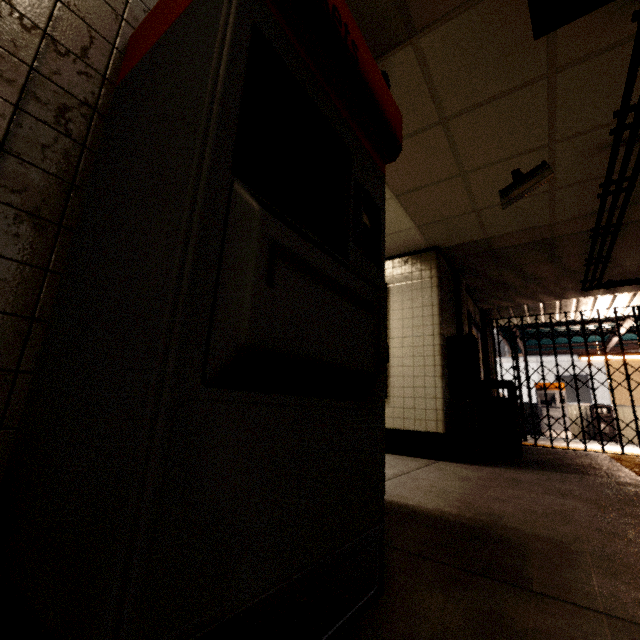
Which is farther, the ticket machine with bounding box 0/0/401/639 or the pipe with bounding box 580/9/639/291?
the pipe with bounding box 580/9/639/291

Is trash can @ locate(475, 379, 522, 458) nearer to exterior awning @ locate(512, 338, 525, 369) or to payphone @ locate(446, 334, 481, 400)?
payphone @ locate(446, 334, 481, 400)

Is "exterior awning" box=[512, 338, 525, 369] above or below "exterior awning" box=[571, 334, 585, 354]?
above

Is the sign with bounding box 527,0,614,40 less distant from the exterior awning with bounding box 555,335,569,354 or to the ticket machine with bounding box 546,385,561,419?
the exterior awning with bounding box 555,335,569,354

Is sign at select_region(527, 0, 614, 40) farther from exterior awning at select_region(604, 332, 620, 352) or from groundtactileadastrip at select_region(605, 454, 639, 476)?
exterior awning at select_region(604, 332, 620, 352)

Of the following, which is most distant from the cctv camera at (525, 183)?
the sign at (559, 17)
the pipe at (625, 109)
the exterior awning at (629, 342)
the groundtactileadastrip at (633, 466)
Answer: the exterior awning at (629, 342)

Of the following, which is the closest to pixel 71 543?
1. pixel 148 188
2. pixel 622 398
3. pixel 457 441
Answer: pixel 148 188

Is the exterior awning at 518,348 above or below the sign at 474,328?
above
